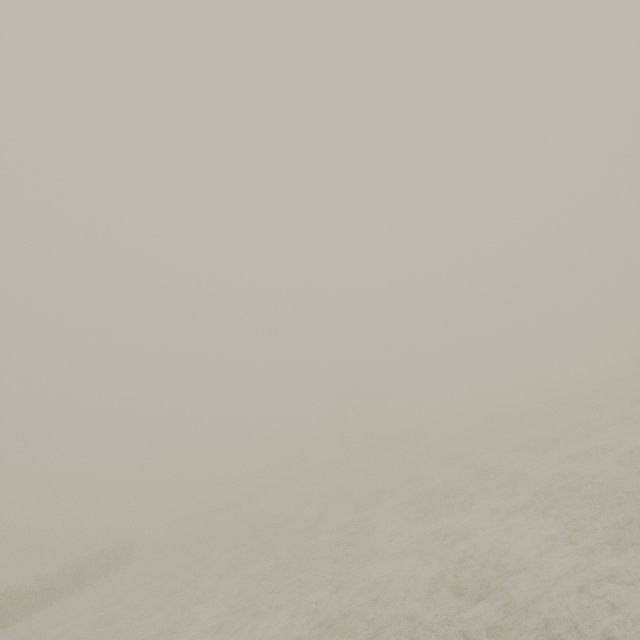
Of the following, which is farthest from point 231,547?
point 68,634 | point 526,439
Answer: point 526,439
